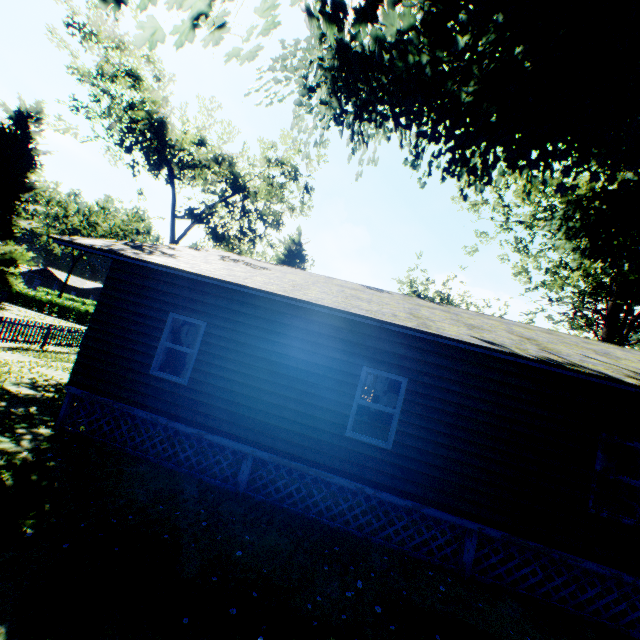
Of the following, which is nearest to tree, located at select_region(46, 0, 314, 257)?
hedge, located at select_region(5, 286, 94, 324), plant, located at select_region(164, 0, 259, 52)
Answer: plant, located at select_region(164, 0, 259, 52)

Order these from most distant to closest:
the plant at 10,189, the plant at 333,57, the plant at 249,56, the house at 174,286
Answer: the plant at 10,189 < the plant at 249,56 < the house at 174,286 < the plant at 333,57

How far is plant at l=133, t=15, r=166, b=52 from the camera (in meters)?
5.56

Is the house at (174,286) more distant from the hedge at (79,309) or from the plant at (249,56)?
the hedge at (79,309)

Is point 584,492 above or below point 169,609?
above

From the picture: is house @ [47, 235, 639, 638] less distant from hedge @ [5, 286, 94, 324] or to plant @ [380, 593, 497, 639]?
plant @ [380, 593, 497, 639]

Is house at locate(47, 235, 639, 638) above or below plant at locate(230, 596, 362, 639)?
above
